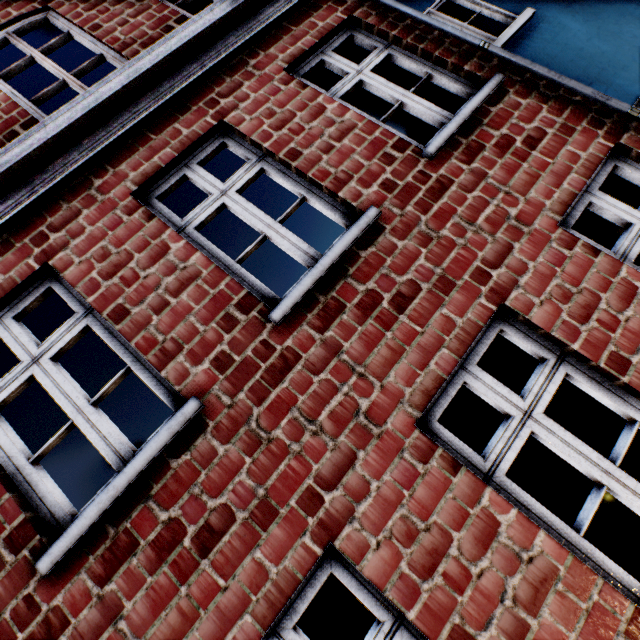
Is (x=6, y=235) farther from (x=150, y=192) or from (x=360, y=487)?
Answer: (x=360, y=487)
